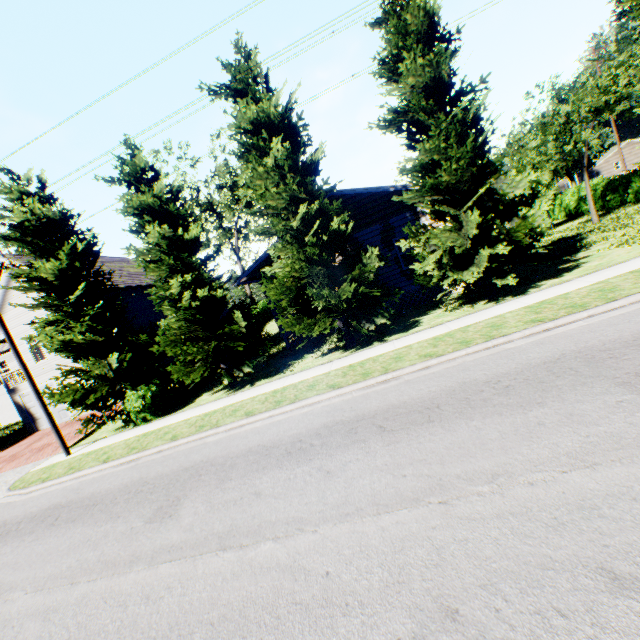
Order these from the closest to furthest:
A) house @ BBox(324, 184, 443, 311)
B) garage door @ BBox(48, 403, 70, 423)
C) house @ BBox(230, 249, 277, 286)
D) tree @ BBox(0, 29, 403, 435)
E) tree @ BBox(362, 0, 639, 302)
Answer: tree @ BBox(362, 0, 639, 302), tree @ BBox(0, 29, 403, 435), house @ BBox(324, 184, 443, 311), house @ BBox(230, 249, 277, 286), garage door @ BBox(48, 403, 70, 423)

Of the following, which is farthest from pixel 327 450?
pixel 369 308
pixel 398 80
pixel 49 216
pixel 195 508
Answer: pixel 49 216

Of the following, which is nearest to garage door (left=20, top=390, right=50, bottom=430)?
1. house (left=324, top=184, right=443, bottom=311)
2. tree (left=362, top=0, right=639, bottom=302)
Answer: house (left=324, top=184, right=443, bottom=311)

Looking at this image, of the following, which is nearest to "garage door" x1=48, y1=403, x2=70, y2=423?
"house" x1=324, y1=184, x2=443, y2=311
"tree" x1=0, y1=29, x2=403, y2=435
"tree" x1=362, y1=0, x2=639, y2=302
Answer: "tree" x1=0, y1=29, x2=403, y2=435

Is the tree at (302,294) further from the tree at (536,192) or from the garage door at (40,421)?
the garage door at (40,421)

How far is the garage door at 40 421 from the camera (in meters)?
22.05

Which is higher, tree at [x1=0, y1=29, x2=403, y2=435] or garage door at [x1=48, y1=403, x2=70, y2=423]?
tree at [x1=0, y1=29, x2=403, y2=435]
